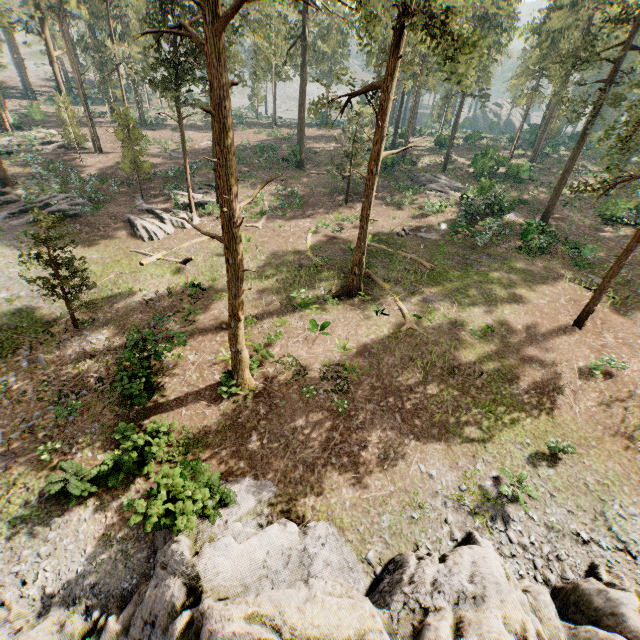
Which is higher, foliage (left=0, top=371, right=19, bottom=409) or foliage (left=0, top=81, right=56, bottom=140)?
foliage (left=0, top=81, right=56, bottom=140)

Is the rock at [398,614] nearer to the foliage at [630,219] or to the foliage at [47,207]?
the foliage at [630,219]

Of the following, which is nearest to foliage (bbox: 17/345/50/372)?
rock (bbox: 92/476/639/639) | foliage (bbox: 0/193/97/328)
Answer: foliage (bbox: 0/193/97/328)

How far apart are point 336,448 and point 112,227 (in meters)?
25.84

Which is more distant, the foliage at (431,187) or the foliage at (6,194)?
the foliage at (431,187)

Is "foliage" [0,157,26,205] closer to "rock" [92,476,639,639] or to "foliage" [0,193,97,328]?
"foliage" [0,193,97,328]

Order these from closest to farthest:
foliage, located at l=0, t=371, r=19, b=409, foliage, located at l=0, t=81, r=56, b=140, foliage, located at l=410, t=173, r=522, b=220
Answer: foliage, located at l=0, t=371, r=19, b=409 → foliage, located at l=410, t=173, r=522, b=220 → foliage, located at l=0, t=81, r=56, b=140
